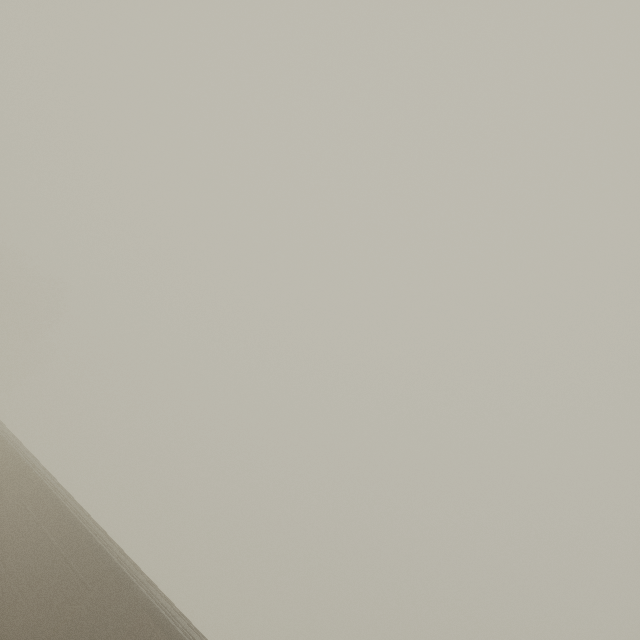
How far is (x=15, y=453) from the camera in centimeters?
1030cm
